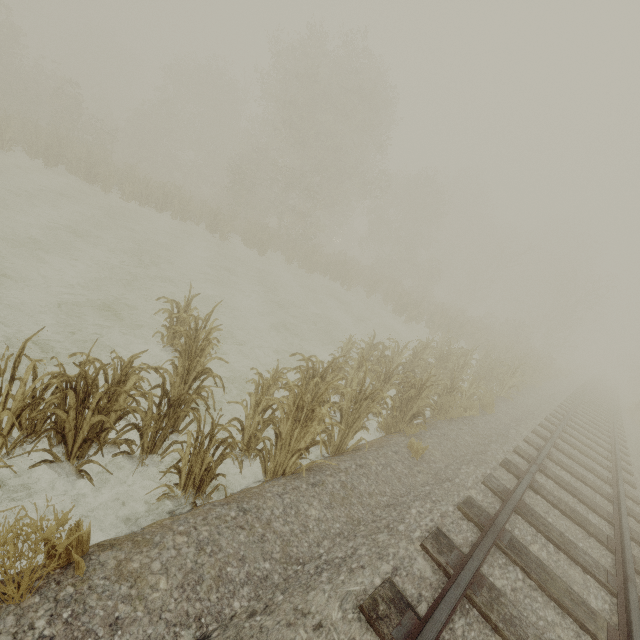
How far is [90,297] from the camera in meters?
7.8
